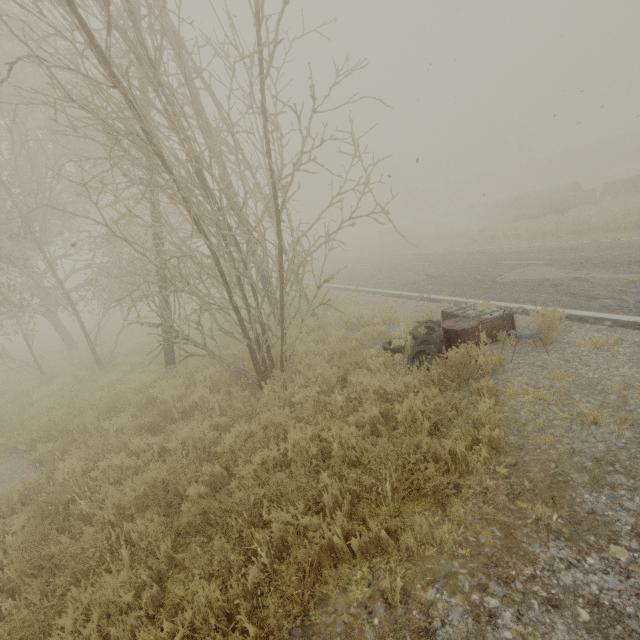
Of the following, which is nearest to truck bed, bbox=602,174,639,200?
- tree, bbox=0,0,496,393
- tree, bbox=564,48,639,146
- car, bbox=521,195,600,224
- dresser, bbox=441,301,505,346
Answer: car, bbox=521,195,600,224

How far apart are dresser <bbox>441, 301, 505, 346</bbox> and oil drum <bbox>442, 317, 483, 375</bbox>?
0.5 meters

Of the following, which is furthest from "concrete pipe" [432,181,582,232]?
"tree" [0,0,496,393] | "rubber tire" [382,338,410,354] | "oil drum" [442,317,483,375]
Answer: "oil drum" [442,317,483,375]

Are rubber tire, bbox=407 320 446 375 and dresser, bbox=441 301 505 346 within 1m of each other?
yes

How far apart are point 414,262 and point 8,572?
15.91m

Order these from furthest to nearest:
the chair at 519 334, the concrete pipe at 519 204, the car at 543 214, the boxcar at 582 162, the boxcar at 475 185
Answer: the boxcar at 475 185, the boxcar at 582 162, the concrete pipe at 519 204, the car at 543 214, the chair at 519 334

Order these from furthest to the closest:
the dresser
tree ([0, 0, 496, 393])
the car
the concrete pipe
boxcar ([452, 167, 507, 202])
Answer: boxcar ([452, 167, 507, 202])
the concrete pipe
the car
the dresser
tree ([0, 0, 496, 393])

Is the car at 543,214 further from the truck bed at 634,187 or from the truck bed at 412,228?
the truck bed at 412,228
